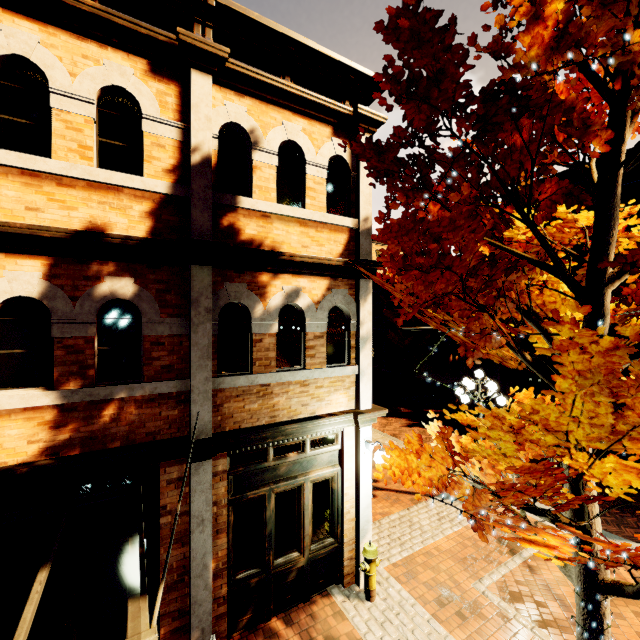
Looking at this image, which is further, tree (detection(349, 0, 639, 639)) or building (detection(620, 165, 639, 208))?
building (detection(620, 165, 639, 208))

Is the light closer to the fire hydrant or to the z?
the fire hydrant

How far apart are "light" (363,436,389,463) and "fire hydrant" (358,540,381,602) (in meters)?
1.50

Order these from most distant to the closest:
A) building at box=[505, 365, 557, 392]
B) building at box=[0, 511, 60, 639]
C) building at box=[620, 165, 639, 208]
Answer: building at box=[505, 365, 557, 392]
building at box=[620, 165, 639, 208]
building at box=[0, 511, 60, 639]

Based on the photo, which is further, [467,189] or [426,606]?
[426,606]

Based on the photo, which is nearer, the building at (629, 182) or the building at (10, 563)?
the building at (10, 563)

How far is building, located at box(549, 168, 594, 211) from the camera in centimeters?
2051cm
